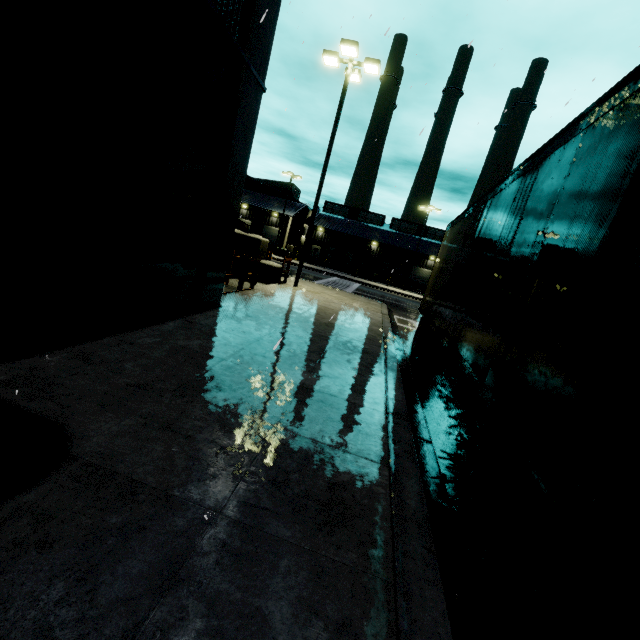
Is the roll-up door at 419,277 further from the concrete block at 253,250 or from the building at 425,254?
the concrete block at 253,250

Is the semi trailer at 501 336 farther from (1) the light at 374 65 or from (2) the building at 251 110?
(1) the light at 374 65

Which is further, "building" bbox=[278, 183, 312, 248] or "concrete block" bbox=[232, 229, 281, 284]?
"building" bbox=[278, 183, 312, 248]

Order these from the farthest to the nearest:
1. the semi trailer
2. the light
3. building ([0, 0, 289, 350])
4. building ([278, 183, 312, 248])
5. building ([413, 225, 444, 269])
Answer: building ([413, 225, 444, 269]) → building ([278, 183, 312, 248]) → the light → building ([0, 0, 289, 350]) → the semi trailer

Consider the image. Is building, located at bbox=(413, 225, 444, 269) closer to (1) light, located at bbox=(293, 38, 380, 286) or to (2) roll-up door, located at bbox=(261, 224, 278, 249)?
(2) roll-up door, located at bbox=(261, 224, 278, 249)

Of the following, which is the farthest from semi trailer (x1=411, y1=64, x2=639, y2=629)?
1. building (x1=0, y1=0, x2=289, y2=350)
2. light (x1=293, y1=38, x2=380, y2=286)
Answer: light (x1=293, y1=38, x2=380, y2=286)

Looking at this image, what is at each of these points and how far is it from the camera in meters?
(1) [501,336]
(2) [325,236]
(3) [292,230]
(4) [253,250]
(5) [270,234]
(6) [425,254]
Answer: (1) semi trailer, 3.3 m
(2) building, 54.0 m
(3) building, 48.9 m
(4) concrete block, 14.5 m
(5) roll-up door, 49.8 m
(6) building, 45.8 m

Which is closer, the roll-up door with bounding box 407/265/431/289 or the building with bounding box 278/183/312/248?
the building with bounding box 278/183/312/248
